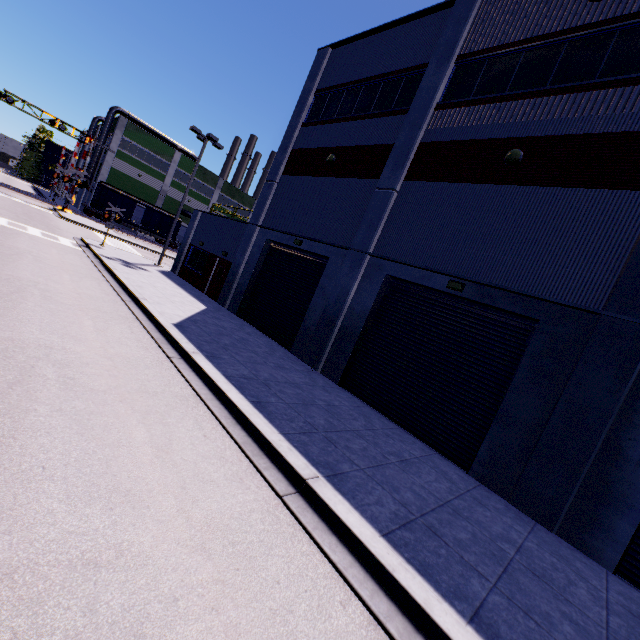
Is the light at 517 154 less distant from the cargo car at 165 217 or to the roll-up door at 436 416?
the roll-up door at 436 416

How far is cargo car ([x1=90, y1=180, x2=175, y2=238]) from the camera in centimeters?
4309cm

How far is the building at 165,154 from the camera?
46.2 meters

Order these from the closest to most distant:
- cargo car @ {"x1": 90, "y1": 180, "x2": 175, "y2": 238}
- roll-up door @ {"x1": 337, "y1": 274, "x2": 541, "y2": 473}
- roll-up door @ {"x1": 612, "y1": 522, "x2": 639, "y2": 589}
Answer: roll-up door @ {"x1": 612, "y1": 522, "x2": 639, "y2": 589} → roll-up door @ {"x1": 337, "y1": 274, "x2": 541, "y2": 473} → cargo car @ {"x1": 90, "y1": 180, "x2": 175, "y2": 238}

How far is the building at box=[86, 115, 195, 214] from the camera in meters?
46.2

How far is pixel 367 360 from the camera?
11.63m

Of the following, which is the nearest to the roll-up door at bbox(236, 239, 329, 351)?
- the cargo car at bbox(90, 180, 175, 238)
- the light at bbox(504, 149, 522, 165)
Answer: the cargo car at bbox(90, 180, 175, 238)

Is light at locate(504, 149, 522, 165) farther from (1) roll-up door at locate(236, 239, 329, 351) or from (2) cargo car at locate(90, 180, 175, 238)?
(2) cargo car at locate(90, 180, 175, 238)
